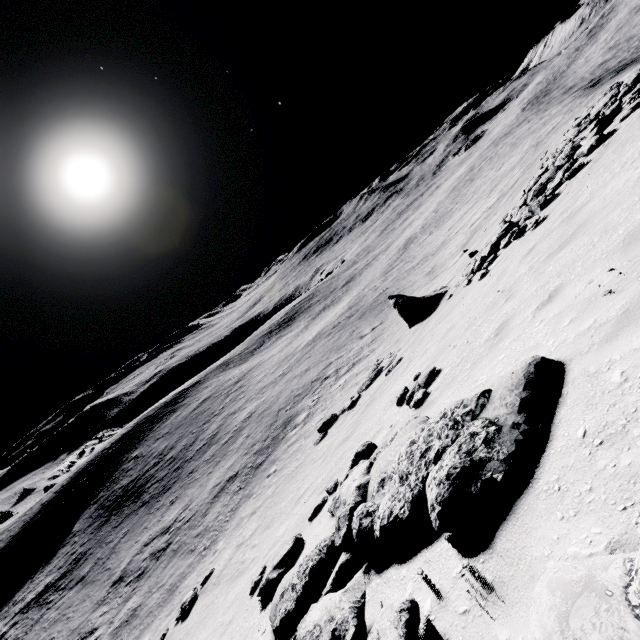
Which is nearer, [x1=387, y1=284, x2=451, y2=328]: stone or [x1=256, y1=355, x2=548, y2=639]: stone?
[x1=256, y1=355, x2=548, y2=639]: stone

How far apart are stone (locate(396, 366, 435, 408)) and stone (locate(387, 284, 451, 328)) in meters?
10.3 m

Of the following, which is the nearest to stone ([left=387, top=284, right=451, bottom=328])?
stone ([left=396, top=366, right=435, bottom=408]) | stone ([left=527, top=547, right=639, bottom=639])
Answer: stone ([left=396, top=366, right=435, bottom=408])

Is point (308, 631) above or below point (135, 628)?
above

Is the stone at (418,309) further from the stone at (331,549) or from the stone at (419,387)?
the stone at (331,549)

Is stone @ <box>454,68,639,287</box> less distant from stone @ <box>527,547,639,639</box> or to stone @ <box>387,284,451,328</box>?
stone @ <box>387,284,451,328</box>

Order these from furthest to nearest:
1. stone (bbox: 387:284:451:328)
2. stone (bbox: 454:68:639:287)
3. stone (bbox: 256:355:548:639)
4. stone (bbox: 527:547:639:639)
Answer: stone (bbox: 387:284:451:328) < stone (bbox: 454:68:639:287) < stone (bbox: 256:355:548:639) < stone (bbox: 527:547:639:639)

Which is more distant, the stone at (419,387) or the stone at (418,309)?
the stone at (418,309)
